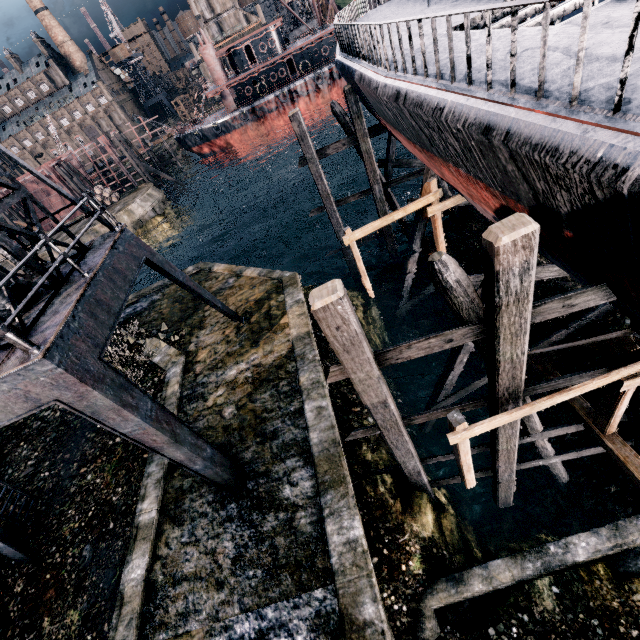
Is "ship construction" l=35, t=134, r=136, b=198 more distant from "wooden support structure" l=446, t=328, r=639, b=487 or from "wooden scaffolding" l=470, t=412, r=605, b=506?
"wooden support structure" l=446, t=328, r=639, b=487

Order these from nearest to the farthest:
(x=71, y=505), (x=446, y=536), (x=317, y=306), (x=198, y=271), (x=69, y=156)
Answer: (x=317, y=306) → (x=446, y=536) → (x=71, y=505) → (x=198, y=271) → (x=69, y=156)

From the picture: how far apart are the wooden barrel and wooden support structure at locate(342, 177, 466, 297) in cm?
4437

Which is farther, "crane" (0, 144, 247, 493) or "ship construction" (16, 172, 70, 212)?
"ship construction" (16, 172, 70, 212)

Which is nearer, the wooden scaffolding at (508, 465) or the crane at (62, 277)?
the crane at (62, 277)

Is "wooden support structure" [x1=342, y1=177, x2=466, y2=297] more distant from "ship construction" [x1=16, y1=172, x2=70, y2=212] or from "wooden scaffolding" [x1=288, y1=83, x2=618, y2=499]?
"ship construction" [x1=16, y1=172, x2=70, y2=212]

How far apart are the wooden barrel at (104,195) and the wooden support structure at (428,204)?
44.4m

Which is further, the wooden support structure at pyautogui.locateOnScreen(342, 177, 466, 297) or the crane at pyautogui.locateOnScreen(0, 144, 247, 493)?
the wooden support structure at pyautogui.locateOnScreen(342, 177, 466, 297)
